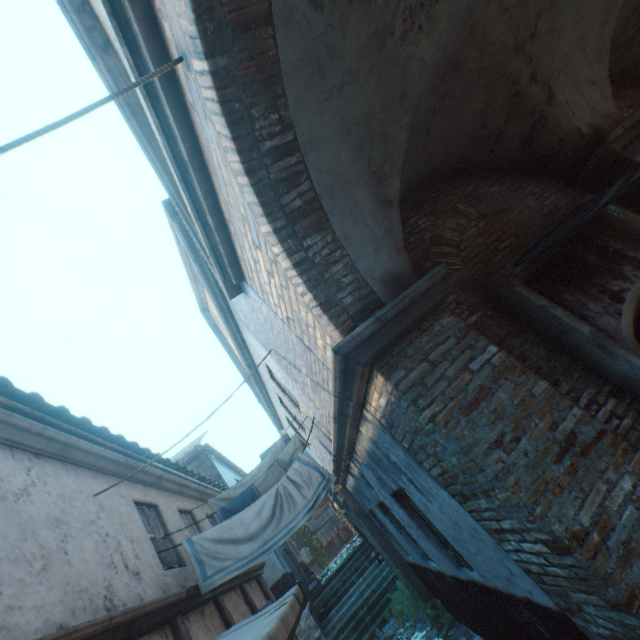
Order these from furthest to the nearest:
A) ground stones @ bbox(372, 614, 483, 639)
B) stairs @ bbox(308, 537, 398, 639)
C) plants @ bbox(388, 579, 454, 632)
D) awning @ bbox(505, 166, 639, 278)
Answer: stairs @ bbox(308, 537, 398, 639)
plants @ bbox(388, 579, 454, 632)
ground stones @ bbox(372, 614, 483, 639)
awning @ bbox(505, 166, 639, 278)

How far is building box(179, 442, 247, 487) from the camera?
15.3m

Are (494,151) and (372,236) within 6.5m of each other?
yes

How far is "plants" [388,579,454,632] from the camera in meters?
7.5

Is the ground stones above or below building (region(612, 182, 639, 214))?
below

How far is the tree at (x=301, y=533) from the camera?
27.75m

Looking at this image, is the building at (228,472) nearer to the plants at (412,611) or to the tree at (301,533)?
the tree at (301,533)

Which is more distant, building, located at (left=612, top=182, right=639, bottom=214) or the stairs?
the stairs
